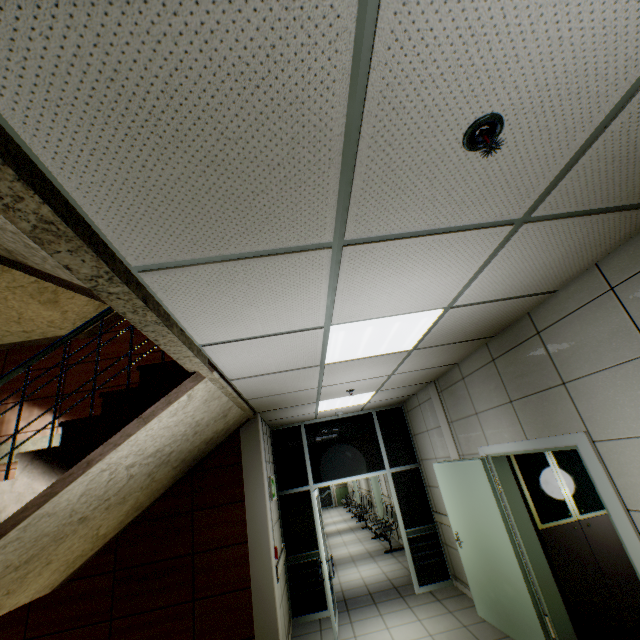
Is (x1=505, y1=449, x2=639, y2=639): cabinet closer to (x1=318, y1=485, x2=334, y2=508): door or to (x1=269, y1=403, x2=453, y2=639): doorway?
(x1=269, y1=403, x2=453, y2=639): doorway

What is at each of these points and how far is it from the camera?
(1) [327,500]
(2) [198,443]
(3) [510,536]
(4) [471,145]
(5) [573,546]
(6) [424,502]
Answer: (1) door, 20.5 meters
(2) stairs, 4.0 meters
(3) door, 3.8 meters
(4) fire alarm, 1.2 meters
(5) cabinet, 3.9 meters
(6) doorway, 6.4 meters

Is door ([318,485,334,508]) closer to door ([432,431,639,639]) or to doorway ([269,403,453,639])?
doorway ([269,403,453,639])

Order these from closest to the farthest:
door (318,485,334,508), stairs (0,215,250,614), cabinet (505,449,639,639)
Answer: stairs (0,215,250,614), cabinet (505,449,639,639), door (318,485,334,508)

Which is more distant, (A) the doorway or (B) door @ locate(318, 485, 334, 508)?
(B) door @ locate(318, 485, 334, 508)

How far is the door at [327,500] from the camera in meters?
20.4 m

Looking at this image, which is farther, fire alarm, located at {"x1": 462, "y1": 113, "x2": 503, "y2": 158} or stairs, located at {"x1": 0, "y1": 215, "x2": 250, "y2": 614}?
stairs, located at {"x1": 0, "y1": 215, "x2": 250, "y2": 614}

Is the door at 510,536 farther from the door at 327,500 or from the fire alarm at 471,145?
the door at 327,500
